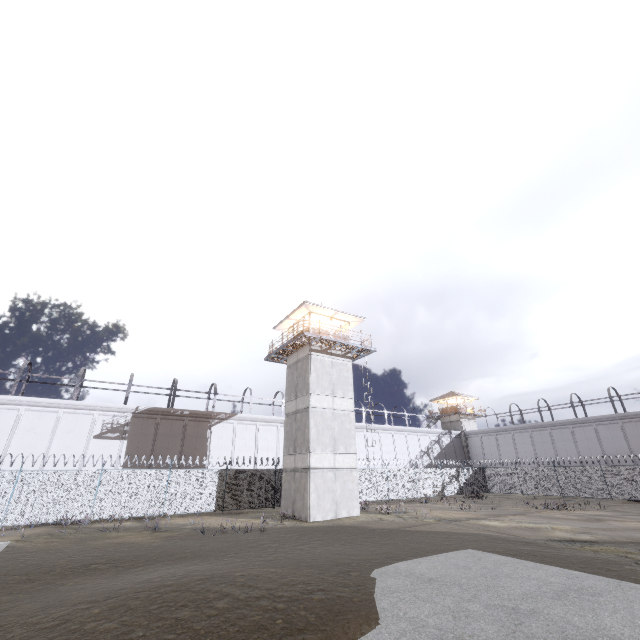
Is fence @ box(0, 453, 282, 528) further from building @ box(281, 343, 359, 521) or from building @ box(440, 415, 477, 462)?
building @ box(440, 415, 477, 462)

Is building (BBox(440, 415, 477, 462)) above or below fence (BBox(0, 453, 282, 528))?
above

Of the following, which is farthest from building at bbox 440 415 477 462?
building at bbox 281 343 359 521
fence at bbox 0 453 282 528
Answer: building at bbox 281 343 359 521

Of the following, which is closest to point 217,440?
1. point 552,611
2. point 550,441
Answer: point 552,611

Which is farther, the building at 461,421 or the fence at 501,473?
the building at 461,421

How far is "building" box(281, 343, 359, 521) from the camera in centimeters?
2122cm
